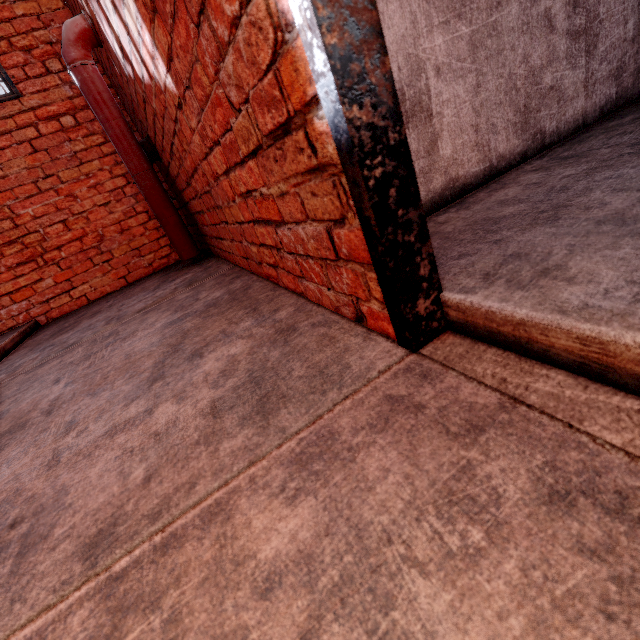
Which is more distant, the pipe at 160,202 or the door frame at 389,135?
the pipe at 160,202

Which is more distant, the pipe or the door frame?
the pipe

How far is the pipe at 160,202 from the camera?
2.4 meters

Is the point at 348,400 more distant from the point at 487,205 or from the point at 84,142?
the point at 84,142

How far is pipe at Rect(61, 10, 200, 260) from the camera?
2.4m
